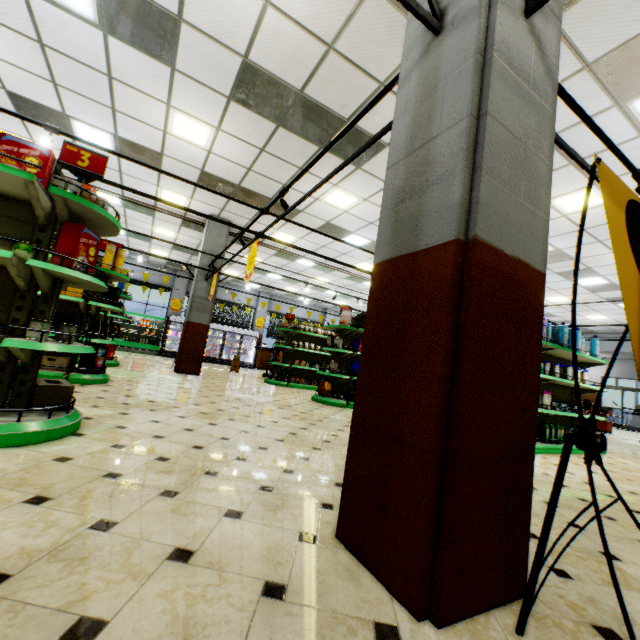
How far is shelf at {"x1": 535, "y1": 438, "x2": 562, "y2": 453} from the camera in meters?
5.4

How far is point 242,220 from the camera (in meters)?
10.18

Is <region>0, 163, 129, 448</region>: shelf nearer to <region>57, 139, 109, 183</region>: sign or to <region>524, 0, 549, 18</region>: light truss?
<region>57, 139, 109, 183</region>: sign

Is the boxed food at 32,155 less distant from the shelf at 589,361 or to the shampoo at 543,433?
the shelf at 589,361

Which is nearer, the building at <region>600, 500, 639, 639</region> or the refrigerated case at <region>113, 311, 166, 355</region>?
the building at <region>600, 500, 639, 639</region>

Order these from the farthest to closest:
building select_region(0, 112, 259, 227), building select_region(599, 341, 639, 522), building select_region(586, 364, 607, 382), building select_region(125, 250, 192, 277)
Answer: building select_region(586, 364, 607, 382)
building select_region(125, 250, 192, 277)
building select_region(0, 112, 259, 227)
building select_region(599, 341, 639, 522)

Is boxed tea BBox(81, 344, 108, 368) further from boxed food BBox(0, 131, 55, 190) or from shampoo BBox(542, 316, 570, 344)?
shampoo BBox(542, 316, 570, 344)

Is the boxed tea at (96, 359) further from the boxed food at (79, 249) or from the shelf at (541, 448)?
the shelf at (541, 448)
